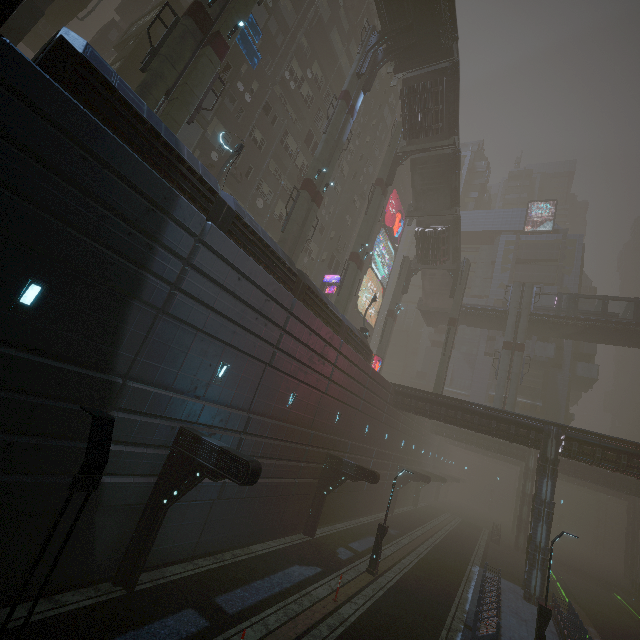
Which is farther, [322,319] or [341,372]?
[341,372]

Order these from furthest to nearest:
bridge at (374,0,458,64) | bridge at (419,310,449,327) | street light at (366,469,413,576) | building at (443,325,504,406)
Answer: building at (443,325,504,406), bridge at (419,310,449,327), bridge at (374,0,458,64), street light at (366,469,413,576)

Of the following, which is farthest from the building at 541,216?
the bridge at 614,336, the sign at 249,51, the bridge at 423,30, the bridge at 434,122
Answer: the sign at 249,51

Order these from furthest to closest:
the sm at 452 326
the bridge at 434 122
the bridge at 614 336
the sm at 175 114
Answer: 1. the bridge at 614 336
2. the sm at 452 326
3. the bridge at 434 122
4. the sm at 175 114

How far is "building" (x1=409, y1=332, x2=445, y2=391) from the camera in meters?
55.8 m

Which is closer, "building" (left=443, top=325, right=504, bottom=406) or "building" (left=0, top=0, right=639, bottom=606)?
"building" (left=0, top=0, right=639, bottom=606)

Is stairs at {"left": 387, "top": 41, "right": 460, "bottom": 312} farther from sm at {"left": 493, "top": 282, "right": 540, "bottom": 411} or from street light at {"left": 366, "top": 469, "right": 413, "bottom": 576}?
street light at {"left": 366, "top": 469, "right": 413, "bottom": 576}

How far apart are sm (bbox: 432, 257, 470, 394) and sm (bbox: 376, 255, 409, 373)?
6.45m
